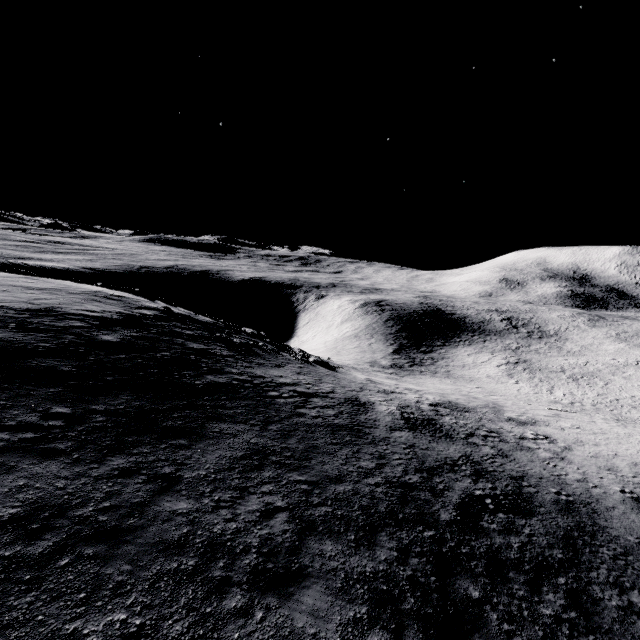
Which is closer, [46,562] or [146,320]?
[46,562]
